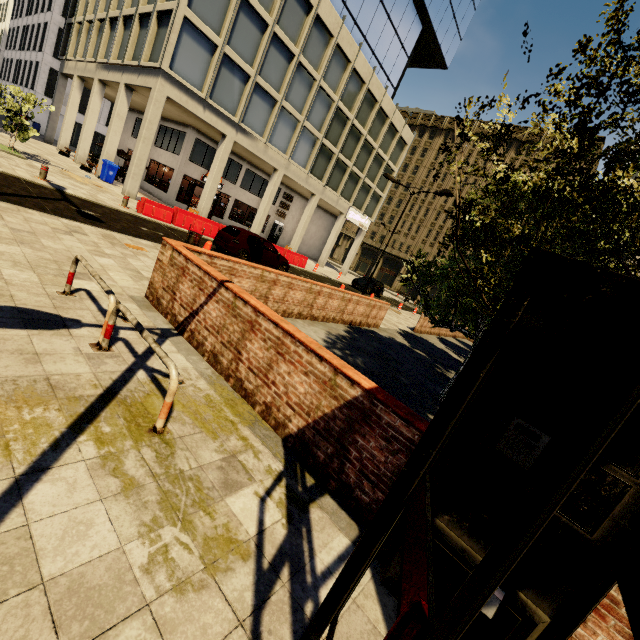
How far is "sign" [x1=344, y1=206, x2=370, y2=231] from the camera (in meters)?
33.50

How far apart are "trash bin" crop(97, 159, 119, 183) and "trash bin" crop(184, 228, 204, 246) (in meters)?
14.54

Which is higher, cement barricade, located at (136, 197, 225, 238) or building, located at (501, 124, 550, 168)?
building, located at (501, 124, 550, 168)

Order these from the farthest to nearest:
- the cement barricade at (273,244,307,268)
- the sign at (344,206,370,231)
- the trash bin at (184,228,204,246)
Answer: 1. the sign at (344,206,370,231)
2. the cement barricade at (273,244,307,268)
3. the trash bin at (184,228,204,246)

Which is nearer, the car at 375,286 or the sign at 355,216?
the car at 375,286

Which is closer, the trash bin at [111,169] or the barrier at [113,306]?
the barrier at [113,306]

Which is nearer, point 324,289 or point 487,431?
point 487,431

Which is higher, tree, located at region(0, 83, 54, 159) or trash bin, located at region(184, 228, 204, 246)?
tree, located at region(0, 83, 54, 159)
